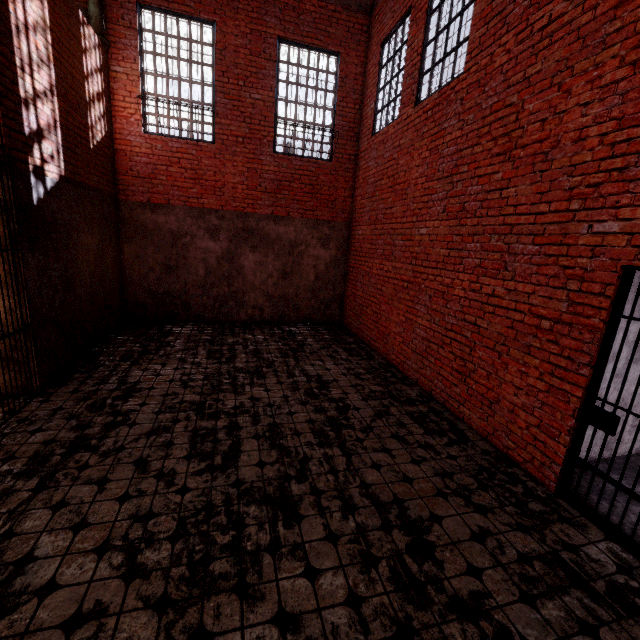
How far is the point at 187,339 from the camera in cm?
731

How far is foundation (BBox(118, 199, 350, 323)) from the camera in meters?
8.0

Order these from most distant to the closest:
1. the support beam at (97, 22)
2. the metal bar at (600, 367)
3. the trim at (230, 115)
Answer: the trim at (230, 115) < the support beam at (97, 22) < the metal bar at (600, 367)

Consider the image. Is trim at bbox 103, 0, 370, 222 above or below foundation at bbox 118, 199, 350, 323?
above

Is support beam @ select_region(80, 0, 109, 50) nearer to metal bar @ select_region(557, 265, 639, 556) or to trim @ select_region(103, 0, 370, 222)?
trim @ select_region(103, 0, 370, 222)

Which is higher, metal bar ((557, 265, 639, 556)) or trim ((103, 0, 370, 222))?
trim ((103, 0, 370, 222))

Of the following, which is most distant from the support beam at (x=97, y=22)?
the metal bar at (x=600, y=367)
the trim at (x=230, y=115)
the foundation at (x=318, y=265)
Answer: the metal bar at (x=600, y=367)

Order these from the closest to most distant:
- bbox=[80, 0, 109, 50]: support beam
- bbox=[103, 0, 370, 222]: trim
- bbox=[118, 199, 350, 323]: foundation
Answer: bbox=[80, 0, 109, 50]: support beam
bbox=[103, 0, 370, 222]: trim
bbox=[118, 199, 350, 323]: foundation
